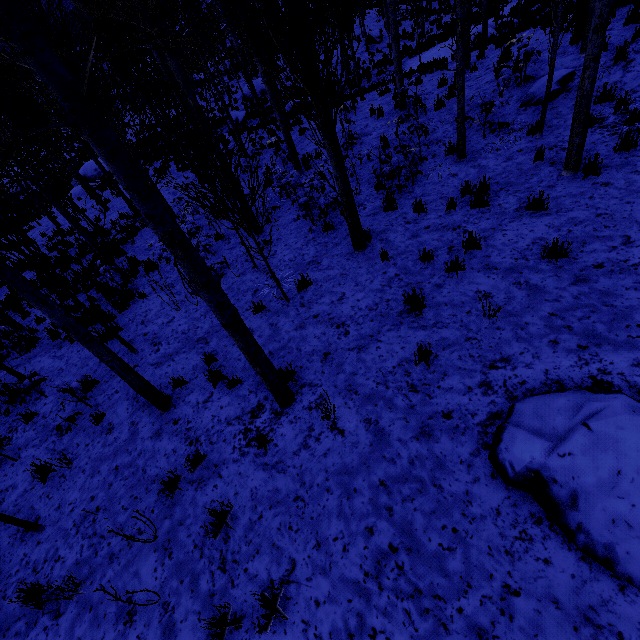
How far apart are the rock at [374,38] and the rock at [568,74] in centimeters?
2133cm

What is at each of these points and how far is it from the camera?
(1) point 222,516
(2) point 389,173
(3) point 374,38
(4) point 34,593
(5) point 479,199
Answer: (1) instancedfoliageactor, 3.8m
(2) instancedfoliageactor, 8.5m
(3) rock, 24.1m
(4) instancedfoliageactor, 3.9m
(5) instancedfoliageactor, 6.2m

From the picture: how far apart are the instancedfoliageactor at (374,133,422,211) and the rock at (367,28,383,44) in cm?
2301

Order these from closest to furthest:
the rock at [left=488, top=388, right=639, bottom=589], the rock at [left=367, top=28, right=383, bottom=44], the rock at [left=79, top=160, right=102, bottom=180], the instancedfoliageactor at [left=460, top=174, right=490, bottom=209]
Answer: the rock at [left=488, top=388, right=639, bottom=589] < the instancedfoliageactor at [left=460, top=174, right=490, bottom=209] < the rock at [left=367, top=28, right=383, bottom=44] < the rock at [left=79, top=160, right=102, bottom=180]

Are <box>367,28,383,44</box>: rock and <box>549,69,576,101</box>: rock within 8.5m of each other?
no

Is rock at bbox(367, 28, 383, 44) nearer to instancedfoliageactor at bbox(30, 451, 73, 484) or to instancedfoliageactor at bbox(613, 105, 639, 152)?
instancedfoliageactor at bbox(30, 451, 73, 484)

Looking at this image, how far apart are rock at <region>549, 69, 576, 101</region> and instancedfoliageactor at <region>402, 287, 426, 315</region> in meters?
6.8

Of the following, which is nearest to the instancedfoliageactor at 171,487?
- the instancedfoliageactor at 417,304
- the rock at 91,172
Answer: the rock at 91,172
